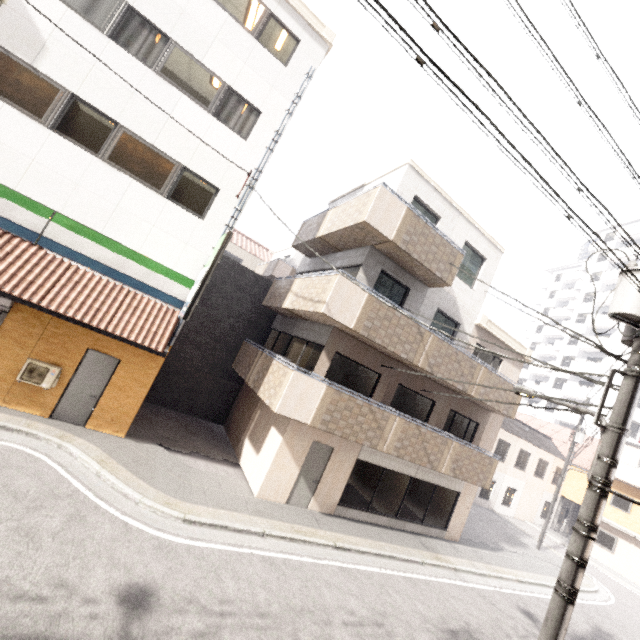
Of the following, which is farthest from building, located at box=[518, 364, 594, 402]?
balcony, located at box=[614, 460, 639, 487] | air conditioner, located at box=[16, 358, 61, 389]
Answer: air conditioner, located at box=[16, 358, 61, 389]

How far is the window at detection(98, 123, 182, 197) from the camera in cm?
886

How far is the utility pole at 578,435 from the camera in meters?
18.9

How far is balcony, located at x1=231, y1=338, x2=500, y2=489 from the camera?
8.92m

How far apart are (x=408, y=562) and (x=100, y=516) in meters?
9.0

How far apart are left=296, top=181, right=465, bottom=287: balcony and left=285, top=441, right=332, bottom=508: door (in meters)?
6.57

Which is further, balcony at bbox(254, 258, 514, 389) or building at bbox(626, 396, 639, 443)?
building at bbox(626, 396, 639, 443)

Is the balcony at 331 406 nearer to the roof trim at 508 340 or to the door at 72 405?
the door at 72 405
